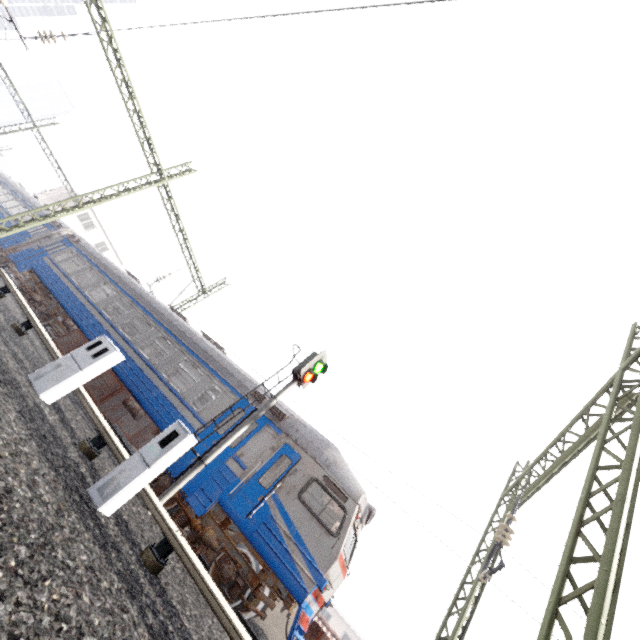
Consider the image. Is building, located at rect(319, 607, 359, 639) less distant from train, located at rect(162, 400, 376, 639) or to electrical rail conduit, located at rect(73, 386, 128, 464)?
train, located at rect(162, 400, 376, 639)

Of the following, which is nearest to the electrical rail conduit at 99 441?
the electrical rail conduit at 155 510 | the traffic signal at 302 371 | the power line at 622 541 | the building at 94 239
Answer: the electrical rail conduit at 155 510

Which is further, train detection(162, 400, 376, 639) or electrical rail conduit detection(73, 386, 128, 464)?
train detection(162, 400, 376, 639)

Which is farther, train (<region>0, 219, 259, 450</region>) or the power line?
train (<region>0, 219, 259, 450</region>)

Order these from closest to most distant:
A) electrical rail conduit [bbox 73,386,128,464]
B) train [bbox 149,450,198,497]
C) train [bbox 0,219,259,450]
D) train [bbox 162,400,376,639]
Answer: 1. electrical rail conduit [bbox 73,386,128,464]
2. train [bbox 162,400,376,639]
3. train [bbox 149,450,198,497]
4. train [bbox 0,219,259,450]

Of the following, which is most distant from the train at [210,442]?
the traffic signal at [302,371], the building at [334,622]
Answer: the building at [334,622]

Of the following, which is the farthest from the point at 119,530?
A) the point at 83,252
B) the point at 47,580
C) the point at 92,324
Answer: Result: the point at 83,252
